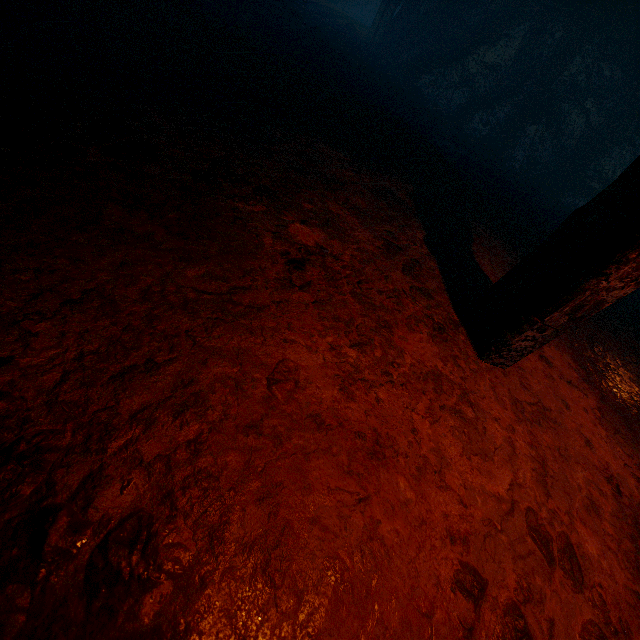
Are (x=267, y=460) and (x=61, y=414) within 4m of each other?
yes

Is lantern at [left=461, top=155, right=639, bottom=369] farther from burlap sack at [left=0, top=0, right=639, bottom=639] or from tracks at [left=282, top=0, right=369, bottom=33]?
tracks at [left=282, top=0, right=369, bottom=33]

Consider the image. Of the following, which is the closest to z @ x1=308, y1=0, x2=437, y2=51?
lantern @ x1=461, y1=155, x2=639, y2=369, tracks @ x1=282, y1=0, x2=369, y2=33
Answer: tracks @ x1=282, y1=0, x2=369, y2=33

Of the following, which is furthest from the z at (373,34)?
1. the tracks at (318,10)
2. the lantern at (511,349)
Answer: the lantern at (511,349)

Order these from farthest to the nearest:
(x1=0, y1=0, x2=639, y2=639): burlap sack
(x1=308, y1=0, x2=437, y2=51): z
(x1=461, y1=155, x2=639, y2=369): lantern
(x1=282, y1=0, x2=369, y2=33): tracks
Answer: (x1=308, y1=0, x2=437, y2=51): z < (x1=282, y1=0, x2=369, y2=33): tracks < (x1=461, y1=155, x2=639, y2=369): lantern < (x1=0, y1=0, x2=639, y2=639): burlap sack

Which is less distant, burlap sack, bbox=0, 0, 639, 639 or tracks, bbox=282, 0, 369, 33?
burlap sack, bbox=0, 0, 639, 639

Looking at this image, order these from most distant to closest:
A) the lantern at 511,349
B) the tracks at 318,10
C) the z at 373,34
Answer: the z at 373,34
the tracks at 318,10
the lantern at 511,349
